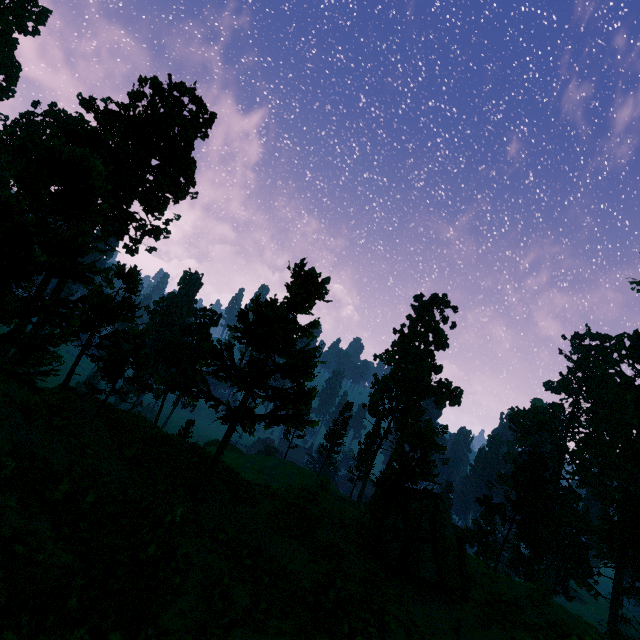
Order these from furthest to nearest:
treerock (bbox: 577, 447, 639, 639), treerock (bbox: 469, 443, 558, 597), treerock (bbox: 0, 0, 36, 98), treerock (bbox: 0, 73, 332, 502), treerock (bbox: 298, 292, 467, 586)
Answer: treerock (bbox: 0, 0, 36, 98)
treerock (bbox: 469, 443, 558, 597)
treerock (bbox: 577, 447, 639, 639)
treerock (bbox: 298, 292, 467, 586)
treerock (bbox: 0, 73, 332, 502)

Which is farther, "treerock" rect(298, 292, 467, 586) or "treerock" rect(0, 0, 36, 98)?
"treerock" rect(0, 0, 36, 98)

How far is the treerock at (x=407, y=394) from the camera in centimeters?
1412cm

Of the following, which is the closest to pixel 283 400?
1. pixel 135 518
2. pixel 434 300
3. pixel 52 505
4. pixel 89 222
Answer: pixel 135 518

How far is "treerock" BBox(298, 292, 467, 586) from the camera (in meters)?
14.12
